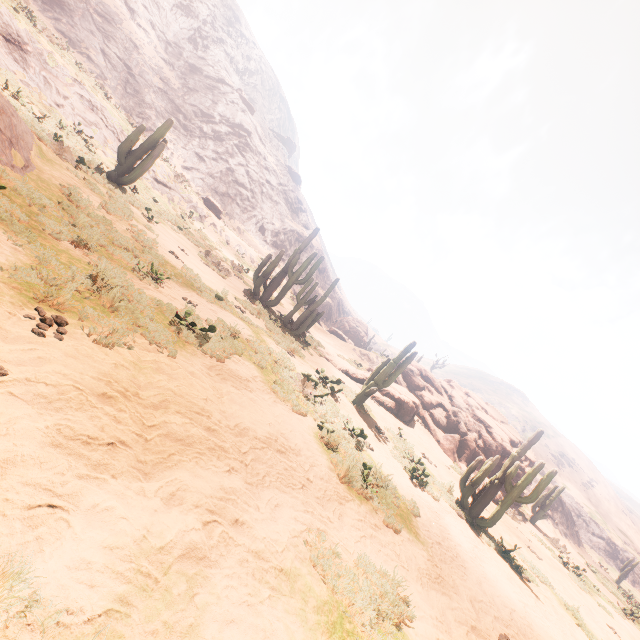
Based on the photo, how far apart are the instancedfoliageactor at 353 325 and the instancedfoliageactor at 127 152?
34.7m

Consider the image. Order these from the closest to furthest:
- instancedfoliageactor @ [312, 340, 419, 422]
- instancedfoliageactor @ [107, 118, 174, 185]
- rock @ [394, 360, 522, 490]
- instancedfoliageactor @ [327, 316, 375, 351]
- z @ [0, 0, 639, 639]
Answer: z @ [0, 0, 639, 639], instancedfoliageactor @ [312, 340, 419, 422], instancedfoliageactor @ [107, 118, 174, 185], rock @ [394, 360, 522, 490], instancedfoliageactor @ [327, 316, 375, 351]

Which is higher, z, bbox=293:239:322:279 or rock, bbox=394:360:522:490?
z, bbox=293:239:322:279

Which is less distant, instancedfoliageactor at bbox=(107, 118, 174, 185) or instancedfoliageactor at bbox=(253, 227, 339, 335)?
instancedfoliageactor at bbox=(107, 118, 174, 185)

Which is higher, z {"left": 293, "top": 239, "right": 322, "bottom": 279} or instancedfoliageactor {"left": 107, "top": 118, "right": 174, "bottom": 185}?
z {"left": 293, "top": 239, "right": 322, "bottom": 279}

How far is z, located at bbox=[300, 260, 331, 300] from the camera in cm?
4938

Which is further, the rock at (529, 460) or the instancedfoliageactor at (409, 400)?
the rock at (529, 460)

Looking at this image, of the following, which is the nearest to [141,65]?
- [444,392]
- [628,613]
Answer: [444,392]
